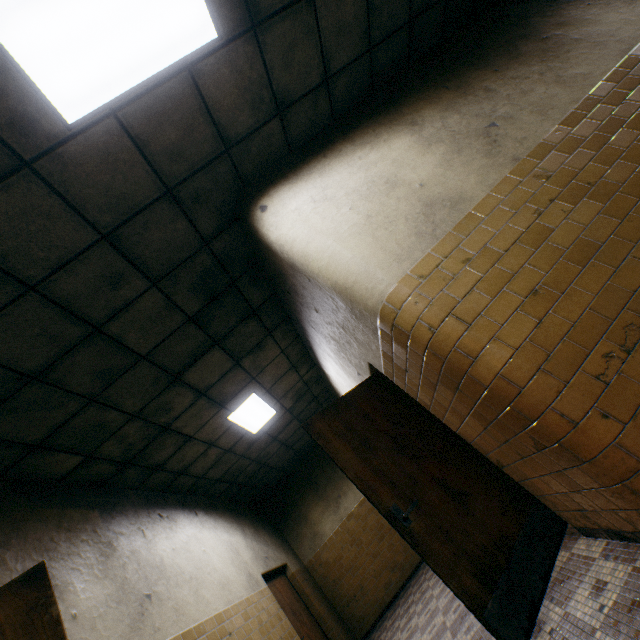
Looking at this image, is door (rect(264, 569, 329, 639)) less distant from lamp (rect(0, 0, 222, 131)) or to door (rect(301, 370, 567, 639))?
door (rect(301, 370, 567, 639))

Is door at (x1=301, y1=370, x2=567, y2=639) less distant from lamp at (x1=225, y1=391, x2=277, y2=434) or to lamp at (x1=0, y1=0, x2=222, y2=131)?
lamp at (x1=225, y1=391, x2=277, y2=434)

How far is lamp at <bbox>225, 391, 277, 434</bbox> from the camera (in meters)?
5.72

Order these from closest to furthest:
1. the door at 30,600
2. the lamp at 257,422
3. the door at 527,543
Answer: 1. the door at 30,600
2. the door at 527,543
3. the lamp at 257,422

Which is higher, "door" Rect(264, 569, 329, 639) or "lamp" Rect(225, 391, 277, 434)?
"lamp" Rect(225, 391, 277, 434)

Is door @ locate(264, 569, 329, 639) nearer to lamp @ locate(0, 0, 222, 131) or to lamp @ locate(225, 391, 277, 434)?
lamp @ locate(225, 391, 277, 434)

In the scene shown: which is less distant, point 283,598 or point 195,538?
point 195,538

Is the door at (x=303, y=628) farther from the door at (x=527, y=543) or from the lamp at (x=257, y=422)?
the door at (x=527, y=543)
